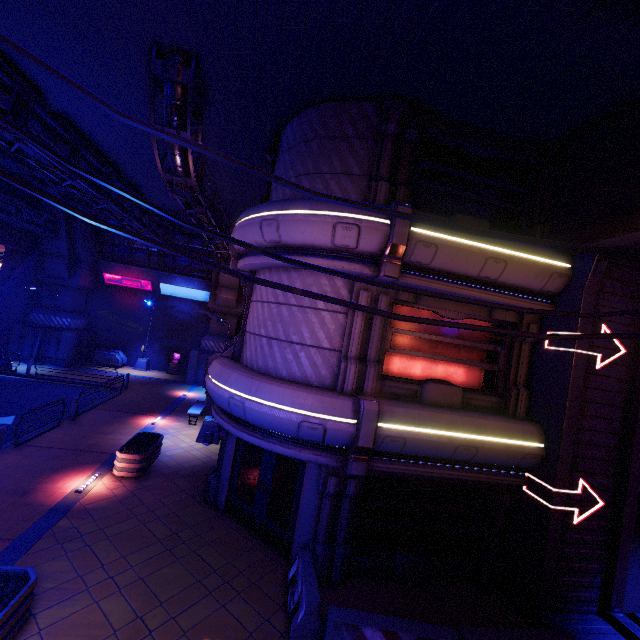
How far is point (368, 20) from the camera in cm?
667

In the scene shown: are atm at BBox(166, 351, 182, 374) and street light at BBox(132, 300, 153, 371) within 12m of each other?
yes

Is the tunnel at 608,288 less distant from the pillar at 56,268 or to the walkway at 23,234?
the walkway at 23,234

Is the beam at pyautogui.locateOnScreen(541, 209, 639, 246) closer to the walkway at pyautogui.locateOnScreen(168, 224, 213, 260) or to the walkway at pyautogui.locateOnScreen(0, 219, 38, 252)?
the walkway at pyautogui.locateOnScreen(0, 219, 38, 252)

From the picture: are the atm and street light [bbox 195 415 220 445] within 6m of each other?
no

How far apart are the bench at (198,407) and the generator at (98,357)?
12.35m

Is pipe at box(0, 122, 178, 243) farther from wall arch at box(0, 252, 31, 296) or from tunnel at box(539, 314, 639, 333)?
tunnel at box(539, 314, 639, 333)

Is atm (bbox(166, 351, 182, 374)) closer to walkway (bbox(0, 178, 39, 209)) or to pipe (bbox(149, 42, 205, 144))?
pipe (bbox(149, 42, 205, 144))
